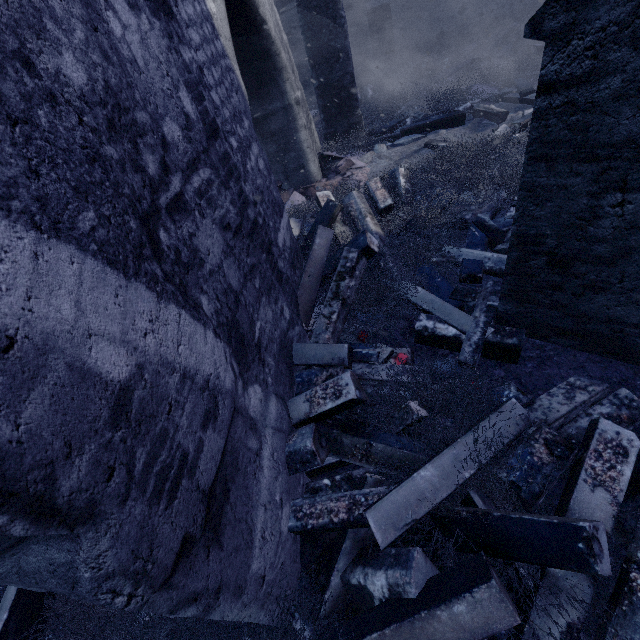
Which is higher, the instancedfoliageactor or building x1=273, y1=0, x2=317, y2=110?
building x1=273, y1=0, x2=317, y2=110

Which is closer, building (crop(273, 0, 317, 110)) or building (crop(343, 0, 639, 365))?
building (crop(343, 0, 639, 365))

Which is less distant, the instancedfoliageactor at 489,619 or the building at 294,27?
the instancedfoliageactor at 489,619

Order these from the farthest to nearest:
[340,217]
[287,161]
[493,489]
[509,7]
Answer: [509,7], [287,161], [340,217], [493,489]

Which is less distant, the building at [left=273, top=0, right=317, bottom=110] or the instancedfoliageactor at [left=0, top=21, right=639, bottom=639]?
the instancedfoliageactor at [left=0, top=21, right=639, bottom=639]

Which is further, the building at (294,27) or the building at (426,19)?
the building at (294,27)
